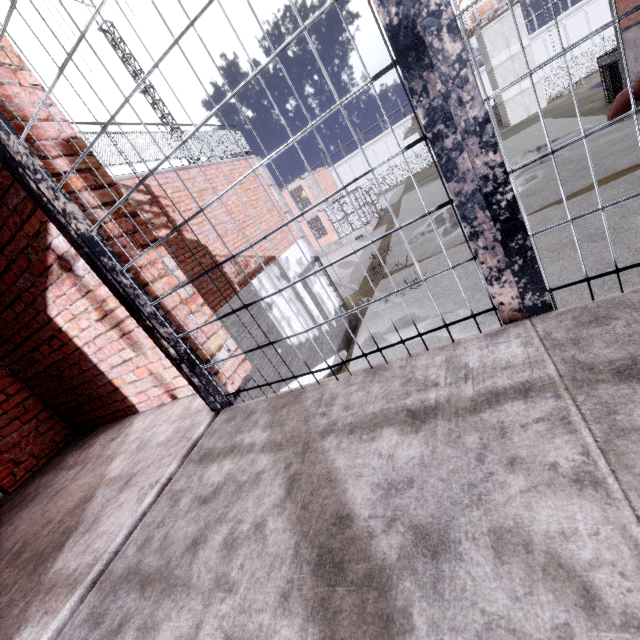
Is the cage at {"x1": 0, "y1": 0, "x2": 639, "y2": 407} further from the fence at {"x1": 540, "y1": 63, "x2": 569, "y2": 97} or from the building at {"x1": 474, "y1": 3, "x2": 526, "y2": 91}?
the building at {"x1": 474, "y1": 3, "x2": 526, "y2": 91}

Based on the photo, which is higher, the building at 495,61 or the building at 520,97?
the building at 495,61

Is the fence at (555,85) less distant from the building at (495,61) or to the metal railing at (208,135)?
the building at (495,61)

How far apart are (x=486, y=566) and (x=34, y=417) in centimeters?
496cm

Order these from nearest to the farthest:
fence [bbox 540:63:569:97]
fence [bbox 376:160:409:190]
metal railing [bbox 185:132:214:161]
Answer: metal railing [bbox 185:132:214:161], fence [bbox 540:63:569:97], fence [bbox 376:160:409:190]

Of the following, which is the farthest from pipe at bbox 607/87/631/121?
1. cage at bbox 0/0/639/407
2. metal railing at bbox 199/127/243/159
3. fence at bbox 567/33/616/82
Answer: fence at bbox 567/33/616/82

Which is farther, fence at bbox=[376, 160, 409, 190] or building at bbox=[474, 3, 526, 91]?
fence at bbox=[376, 160, 409, 190]
